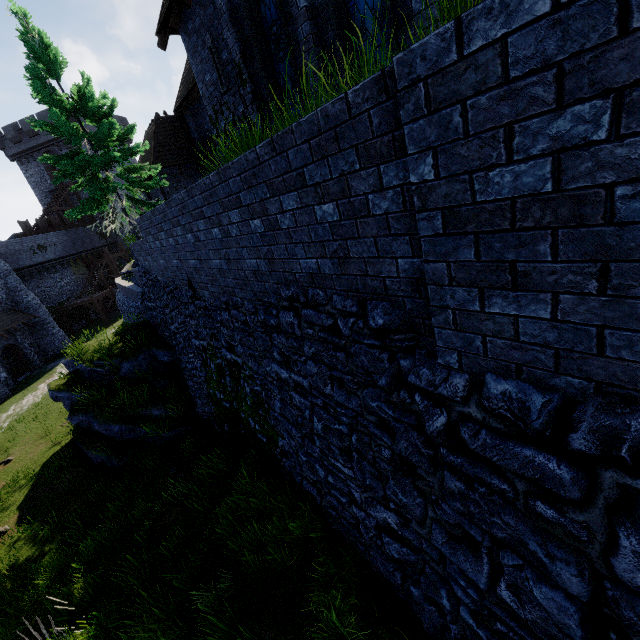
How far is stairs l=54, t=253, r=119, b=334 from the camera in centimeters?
3127cm

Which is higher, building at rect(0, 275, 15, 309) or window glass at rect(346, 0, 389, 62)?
window glass at rect(346, 0, 389, 62)

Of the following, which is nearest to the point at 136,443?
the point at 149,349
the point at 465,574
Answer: the point at 149,349

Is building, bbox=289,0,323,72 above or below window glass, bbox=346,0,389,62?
above

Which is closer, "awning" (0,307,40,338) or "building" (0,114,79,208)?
"awning" (0,307,40,338)

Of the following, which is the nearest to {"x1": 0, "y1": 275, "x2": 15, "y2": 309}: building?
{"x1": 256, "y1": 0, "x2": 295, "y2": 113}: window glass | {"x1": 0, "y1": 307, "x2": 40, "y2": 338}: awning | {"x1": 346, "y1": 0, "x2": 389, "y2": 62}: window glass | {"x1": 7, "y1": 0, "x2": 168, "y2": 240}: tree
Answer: {"x1": 0, "y1": 307, "x2": 40, "y2": 338}: awning

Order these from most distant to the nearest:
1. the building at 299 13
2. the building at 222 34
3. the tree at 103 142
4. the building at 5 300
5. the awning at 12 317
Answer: the building at 5 300 → the awning at 12 317 → the tree at 103 142 → the building at 222 34 → the building at 299 13

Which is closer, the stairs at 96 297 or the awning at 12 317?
the awning at 12 317
